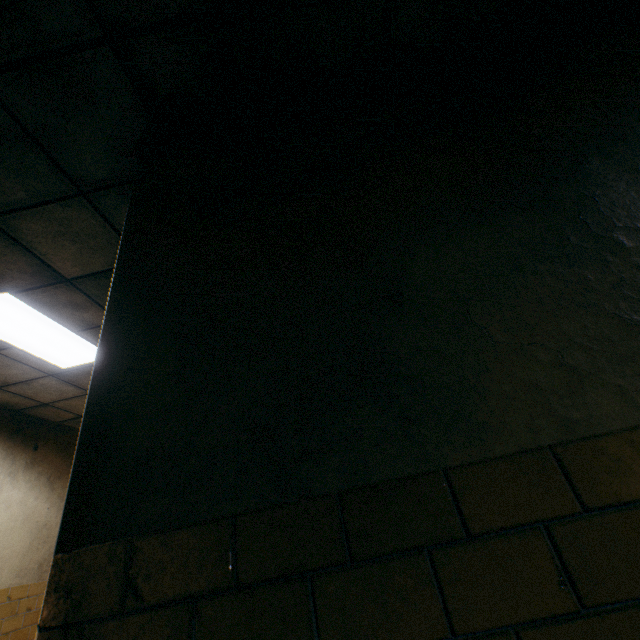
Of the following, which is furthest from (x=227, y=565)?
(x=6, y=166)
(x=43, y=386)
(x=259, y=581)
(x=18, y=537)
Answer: (x=18, y=537)
